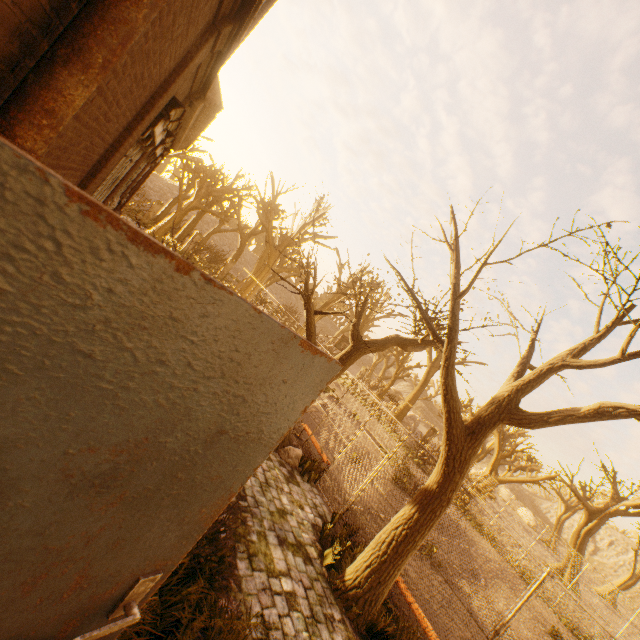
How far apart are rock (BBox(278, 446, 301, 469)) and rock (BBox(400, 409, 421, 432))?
33.8 meters

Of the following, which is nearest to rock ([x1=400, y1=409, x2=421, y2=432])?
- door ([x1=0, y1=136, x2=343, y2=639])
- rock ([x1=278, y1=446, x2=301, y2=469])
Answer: rock ([x1=278, y1=446, x2=301, y2=469])

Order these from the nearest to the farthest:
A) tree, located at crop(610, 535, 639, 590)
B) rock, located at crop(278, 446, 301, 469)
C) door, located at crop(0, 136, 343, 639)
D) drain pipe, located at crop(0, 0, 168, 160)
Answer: door, located at crop(0, 136, 343, 639)
drain pipe, located at crop(0, 0, 168, 160)
rock, located at crop(278, 446, 301, 469)
tree, located at crop(610, 535, 639, 590)

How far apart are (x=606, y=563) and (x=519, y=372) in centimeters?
7108cm

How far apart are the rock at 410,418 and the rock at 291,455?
33.8 meters

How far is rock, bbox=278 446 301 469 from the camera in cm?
891

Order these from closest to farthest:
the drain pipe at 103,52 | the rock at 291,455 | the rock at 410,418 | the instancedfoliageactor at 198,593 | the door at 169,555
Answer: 1. the door at 169,555
2. the drain pipe at 103,52
3. the instancedfoliageactor at 198,593
4. the rock at 291,455
5. the rock at 410,418

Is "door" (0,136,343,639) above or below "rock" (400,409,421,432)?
above
